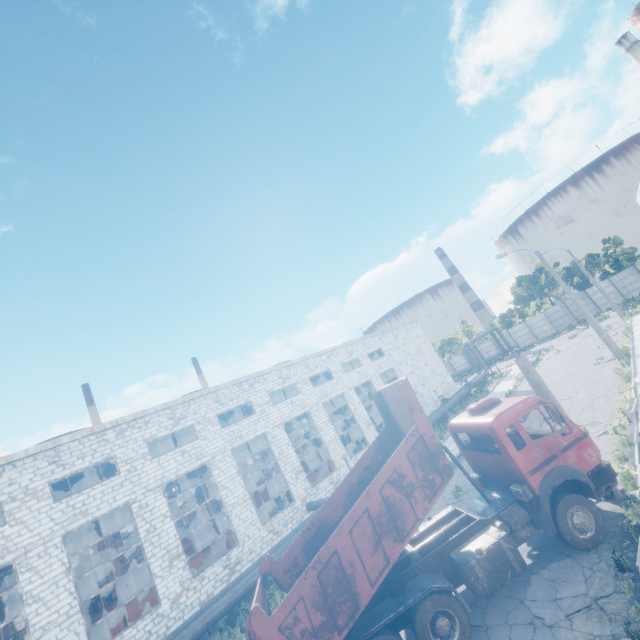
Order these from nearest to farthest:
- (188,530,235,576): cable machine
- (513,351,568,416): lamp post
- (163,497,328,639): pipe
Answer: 1. (513,351,568,416): lamp post
2. (163,497,328,639): pipe
3. (188,530,235,576): cable machine

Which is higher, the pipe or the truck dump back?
the truck dump back

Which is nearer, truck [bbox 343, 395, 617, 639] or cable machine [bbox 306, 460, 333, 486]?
truck [bbox 343, 395, 617, 639]

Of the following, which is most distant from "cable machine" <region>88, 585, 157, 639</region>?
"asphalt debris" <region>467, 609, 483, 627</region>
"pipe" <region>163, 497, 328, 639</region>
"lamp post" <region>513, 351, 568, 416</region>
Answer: "lamp post" <region>513, 351, 568, 416</region>

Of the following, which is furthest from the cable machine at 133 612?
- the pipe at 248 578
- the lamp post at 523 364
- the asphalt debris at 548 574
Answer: the lamp post at 523 364

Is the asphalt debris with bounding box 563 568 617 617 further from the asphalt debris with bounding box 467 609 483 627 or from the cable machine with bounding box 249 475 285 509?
the cable machine with bounding box 249 475 285 509

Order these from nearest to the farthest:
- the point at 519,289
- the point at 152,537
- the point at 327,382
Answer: the point at 152,537 < the point at 327,382 < the point at 519,289

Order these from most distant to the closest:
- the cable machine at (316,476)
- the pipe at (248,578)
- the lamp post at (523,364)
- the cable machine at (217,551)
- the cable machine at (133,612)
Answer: the cable machine at (316,476)
the cable machine at (217,551)
the cable machine at (133,612)
the pipe at (248,578)
the lamp post at (523,364)
